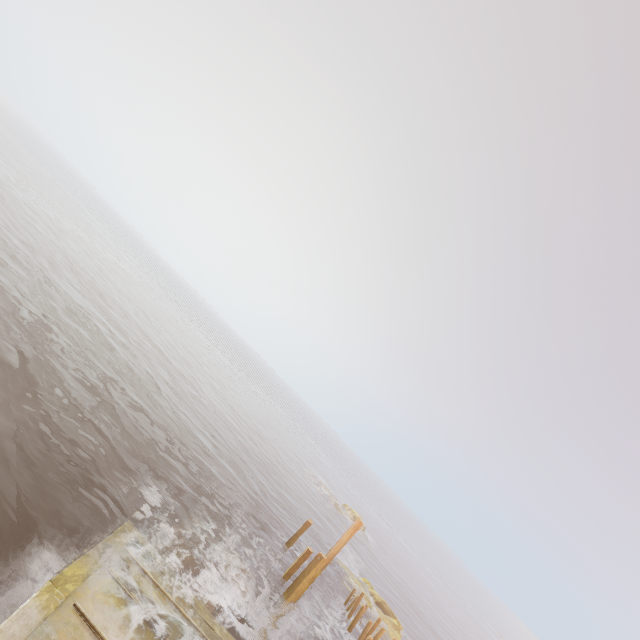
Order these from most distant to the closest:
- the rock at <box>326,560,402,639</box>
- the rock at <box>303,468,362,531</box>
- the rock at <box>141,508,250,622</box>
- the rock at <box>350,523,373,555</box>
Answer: the rock at <box>303,468,362,531</box> → the rock at <box>350,523,373,555</box> → the rock at <box>326,560,402,639</box> → the rock at <box>141,508,250,622</box>

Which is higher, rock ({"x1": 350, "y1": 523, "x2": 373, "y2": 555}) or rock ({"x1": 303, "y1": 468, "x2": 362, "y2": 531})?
rock ({"x1": 303, "y1": 468, "x2": 362, "y2": 531})

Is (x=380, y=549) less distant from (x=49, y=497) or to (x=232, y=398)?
(x=232, y=398)

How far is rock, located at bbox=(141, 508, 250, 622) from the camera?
12.4 meters

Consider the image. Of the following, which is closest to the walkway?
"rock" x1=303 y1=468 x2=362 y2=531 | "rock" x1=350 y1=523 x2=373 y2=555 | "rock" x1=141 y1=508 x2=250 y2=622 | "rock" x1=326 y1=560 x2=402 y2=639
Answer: "rock" x1=141 y1=508 x2=250 y2=622

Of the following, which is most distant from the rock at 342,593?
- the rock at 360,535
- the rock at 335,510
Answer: the rock at 360,535

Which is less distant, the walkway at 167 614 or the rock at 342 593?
the walkway at 167 614

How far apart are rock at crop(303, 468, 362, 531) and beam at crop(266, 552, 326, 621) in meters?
30.2
